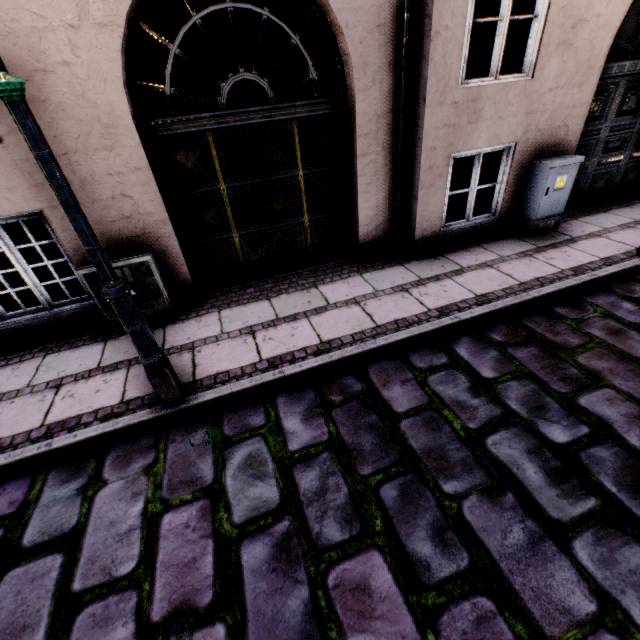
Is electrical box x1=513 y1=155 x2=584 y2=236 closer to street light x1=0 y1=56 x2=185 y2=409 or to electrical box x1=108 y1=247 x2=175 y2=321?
street light x1=0 y1=56 x2=185 y2=409

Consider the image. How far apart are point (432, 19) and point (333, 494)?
4.7 meters

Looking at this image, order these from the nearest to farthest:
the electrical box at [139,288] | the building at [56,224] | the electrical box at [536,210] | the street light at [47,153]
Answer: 1. the street light at [47,153]
2. the building at [56,224]
3. the electrical box at [139,288]
4. the electrical box at [536,210]

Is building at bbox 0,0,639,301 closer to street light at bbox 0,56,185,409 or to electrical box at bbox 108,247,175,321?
electrical box at bbox 108,247,175,321

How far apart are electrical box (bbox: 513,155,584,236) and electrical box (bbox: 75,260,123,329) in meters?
5.4 m

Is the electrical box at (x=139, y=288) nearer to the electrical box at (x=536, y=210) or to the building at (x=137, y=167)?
the building at (x=137, y=167)
